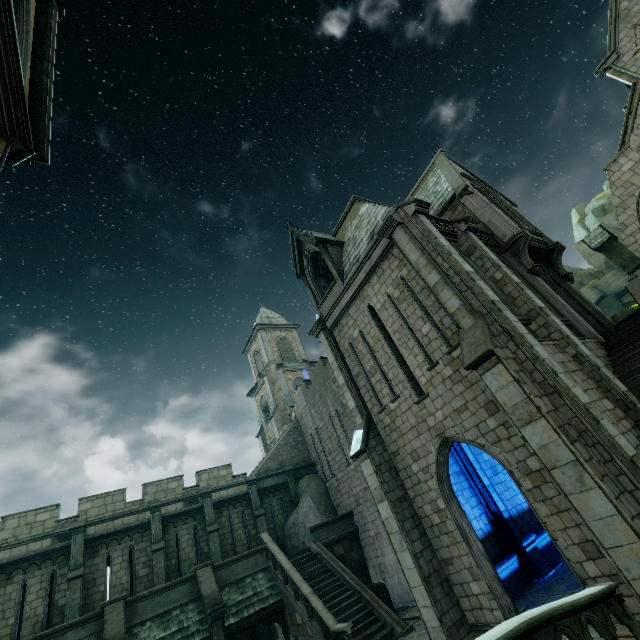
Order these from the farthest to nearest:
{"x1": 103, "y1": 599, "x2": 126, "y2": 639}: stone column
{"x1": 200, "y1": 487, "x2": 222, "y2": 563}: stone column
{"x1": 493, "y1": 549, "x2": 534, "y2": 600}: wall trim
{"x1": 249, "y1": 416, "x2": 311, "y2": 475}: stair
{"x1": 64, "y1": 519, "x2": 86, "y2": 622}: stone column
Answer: {"x1": 249, "y1": 416, "x2": 311, "y2": 475}: stair < {"x1": 200, "y1": 487, "x2": 222, "y2": 563}: stone column < {"x1": 64, "y1": 519, "x2": 86, "y2": 622}: stone column < {"x1": 103, "y1": 599, "x2": 126, "y2": 639}: stone column < {"x1": 493, "y1": 549, "x2": 534, "y2": 600}: wall trim

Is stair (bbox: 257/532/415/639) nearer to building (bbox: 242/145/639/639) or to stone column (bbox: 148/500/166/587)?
building (bbox: 242/145/639/639)

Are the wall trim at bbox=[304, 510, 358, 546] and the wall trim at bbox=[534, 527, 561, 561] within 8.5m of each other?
no

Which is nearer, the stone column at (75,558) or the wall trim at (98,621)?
the wall trim at (98,621)

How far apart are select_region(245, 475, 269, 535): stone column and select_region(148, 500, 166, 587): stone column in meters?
5.0

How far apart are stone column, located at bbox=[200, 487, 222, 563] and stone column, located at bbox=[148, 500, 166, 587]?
2.1 meters

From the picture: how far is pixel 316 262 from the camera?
19.9 meters

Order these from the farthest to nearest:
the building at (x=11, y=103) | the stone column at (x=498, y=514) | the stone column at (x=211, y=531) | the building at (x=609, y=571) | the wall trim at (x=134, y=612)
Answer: the stone column at (x=211, y=531) < the wall trim at (x=134, y=612) < the stone column at (x=498, y=514) < the building at (x=609, y=571) < the building at (x=11, y=103)
